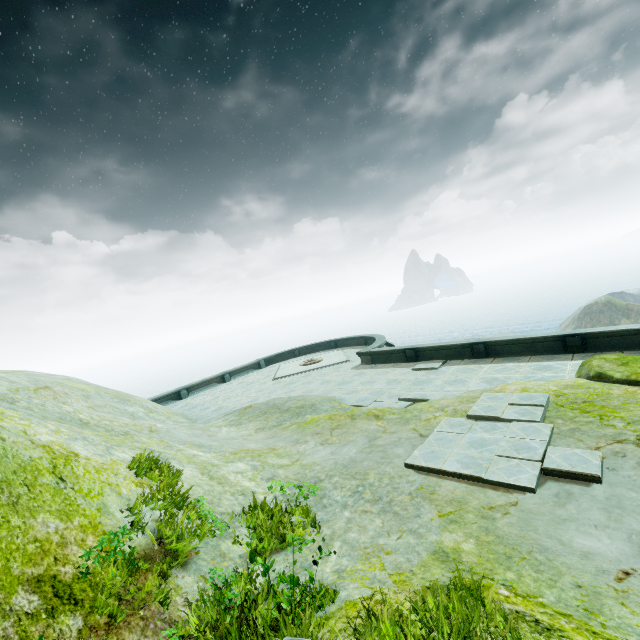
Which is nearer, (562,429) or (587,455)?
(587,455)
